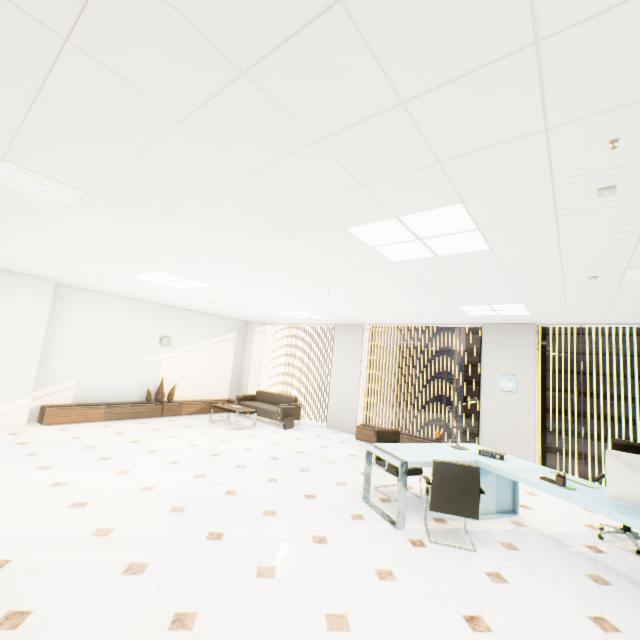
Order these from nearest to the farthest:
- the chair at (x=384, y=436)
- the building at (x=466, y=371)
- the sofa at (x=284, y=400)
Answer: the chair at (x=384, y=436), the sofa at (x=284, y=400), the building at (x=466, y=371)

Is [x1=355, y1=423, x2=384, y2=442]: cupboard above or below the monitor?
below

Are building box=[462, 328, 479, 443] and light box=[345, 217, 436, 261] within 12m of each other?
no

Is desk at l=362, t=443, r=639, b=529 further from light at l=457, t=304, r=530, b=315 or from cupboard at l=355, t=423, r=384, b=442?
light at l=457, t=304, r=530, b=315

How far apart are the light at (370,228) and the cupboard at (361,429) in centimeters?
484cm

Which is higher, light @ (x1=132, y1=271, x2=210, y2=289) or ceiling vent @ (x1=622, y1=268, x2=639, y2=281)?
light @ (x1=132, y1=271, x2=210, y2=289)

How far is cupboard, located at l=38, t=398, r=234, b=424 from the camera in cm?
677

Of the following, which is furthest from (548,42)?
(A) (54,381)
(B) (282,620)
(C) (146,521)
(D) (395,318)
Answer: (A) (54,381)
